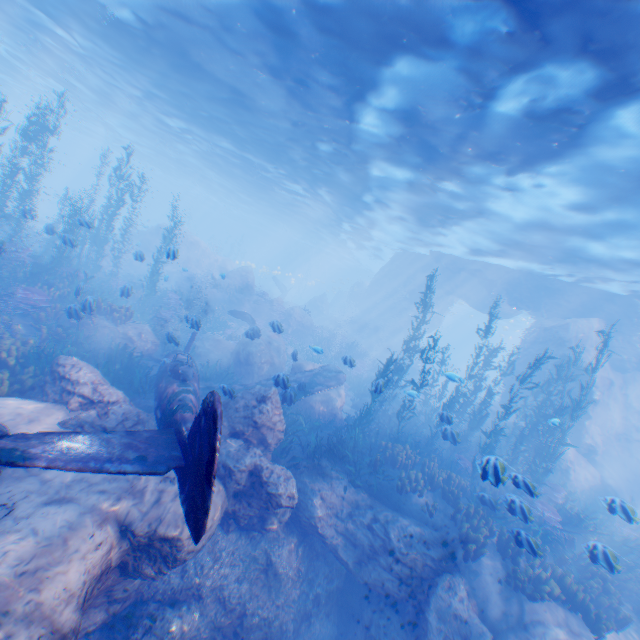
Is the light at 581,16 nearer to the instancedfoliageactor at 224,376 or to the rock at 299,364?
the rock at 299,364

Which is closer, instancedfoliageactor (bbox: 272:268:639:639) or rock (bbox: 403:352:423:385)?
instancedfoliageactor (bbox: 272:268:639:639)

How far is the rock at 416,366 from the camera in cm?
3254

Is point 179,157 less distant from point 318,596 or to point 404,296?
point 404,296

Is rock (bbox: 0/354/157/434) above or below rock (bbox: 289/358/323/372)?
below

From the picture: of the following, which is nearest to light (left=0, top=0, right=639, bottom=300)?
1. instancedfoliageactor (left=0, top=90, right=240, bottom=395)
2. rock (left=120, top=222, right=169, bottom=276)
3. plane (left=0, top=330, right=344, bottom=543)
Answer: rock (left=120, top=222, right=169, bottom=276)

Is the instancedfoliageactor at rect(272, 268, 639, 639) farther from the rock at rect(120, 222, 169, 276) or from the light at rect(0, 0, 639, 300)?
the light at rect(0, 0, 639, 300)

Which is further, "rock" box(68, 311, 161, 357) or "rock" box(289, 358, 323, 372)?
"rock" box(289, 358, 323, 372)
